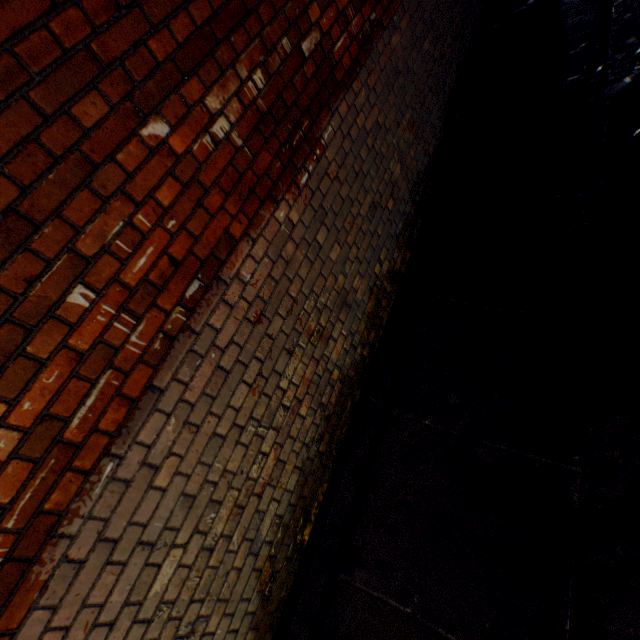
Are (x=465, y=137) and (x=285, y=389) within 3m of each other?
no
